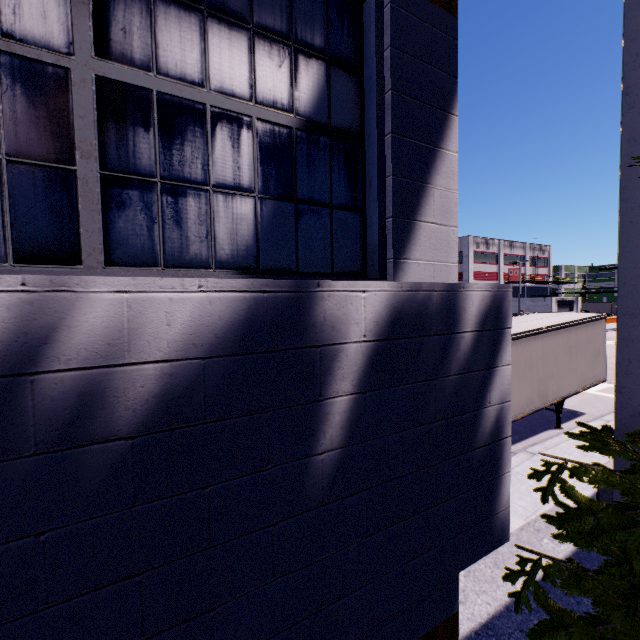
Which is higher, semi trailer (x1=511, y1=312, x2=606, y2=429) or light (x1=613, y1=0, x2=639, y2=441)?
light (x1=613, y1=0, x2=639, y2=441)

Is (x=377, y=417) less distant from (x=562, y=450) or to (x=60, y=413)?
(x=60, y=413)

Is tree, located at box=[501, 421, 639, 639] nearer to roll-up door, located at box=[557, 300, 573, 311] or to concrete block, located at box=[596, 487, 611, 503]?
concrete block, located at box=[596, 487, 611, 503]

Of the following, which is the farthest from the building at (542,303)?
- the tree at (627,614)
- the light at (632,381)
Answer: the light at (632,381)

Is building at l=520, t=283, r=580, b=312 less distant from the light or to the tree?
the tree

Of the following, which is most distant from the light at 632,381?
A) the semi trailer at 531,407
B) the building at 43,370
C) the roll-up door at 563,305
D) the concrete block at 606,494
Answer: the roll-up door at 563,305

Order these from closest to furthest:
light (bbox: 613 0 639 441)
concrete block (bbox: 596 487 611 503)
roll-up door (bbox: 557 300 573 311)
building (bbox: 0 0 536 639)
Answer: building (bbox: 0 0 536 639) → light (bbox: 613 0 639 441) → concrete block (bbox: 596 487 611 503) → roll-up door (bbox: 557 300 573 311)

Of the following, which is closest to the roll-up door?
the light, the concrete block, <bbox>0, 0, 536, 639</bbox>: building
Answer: <bbox>0, 0, 536, 639</bbox>: building
